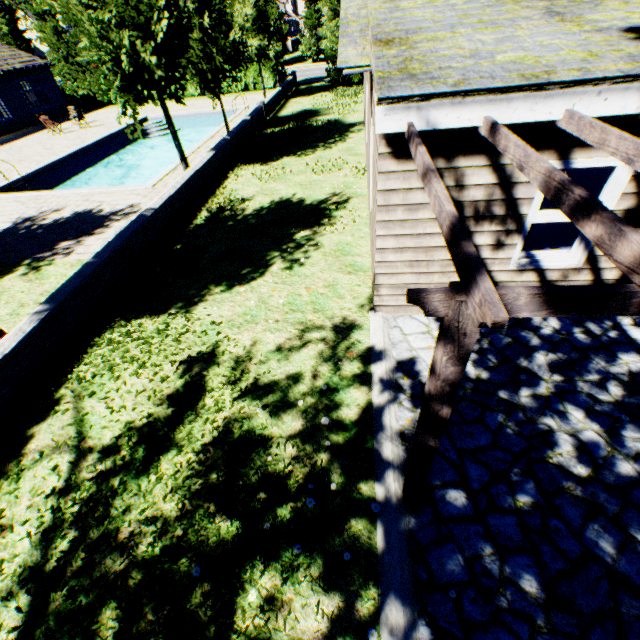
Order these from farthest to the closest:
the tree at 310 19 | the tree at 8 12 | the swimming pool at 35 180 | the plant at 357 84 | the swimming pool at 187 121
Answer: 1. the tree at 8 12
2. the tree at 310 19
3. the plant at 357 84
4. the swimming pool at 187 121
5. the swimming pool at 35 180

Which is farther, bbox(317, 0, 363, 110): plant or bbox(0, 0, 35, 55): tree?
bbox(0, 0, 35, 55): tree

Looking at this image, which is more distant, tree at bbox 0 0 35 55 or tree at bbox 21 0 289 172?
tree at bbox 0 0 35 55

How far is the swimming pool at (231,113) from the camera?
20.3m

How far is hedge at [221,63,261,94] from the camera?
26.8m

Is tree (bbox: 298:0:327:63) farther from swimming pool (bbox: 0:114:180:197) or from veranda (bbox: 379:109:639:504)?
veranda (bbox: 379:109:639:504)

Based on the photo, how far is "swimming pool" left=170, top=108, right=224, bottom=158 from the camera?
17.16m

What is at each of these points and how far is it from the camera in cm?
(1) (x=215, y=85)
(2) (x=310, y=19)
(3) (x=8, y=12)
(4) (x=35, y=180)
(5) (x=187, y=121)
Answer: (1) tree, 1497
(2) tree, 3728
(3) tree, 4028
(4) swimming pool, 1559
(5) swimming pool, 2384
